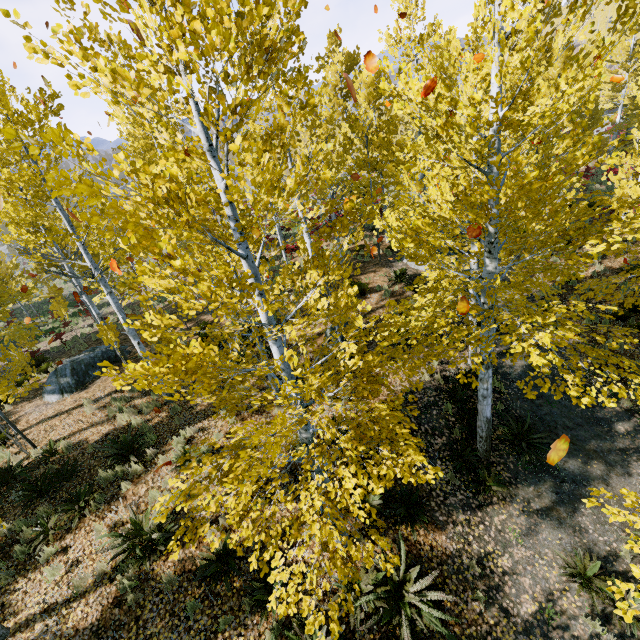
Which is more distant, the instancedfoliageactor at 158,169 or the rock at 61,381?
the rock at 61,381

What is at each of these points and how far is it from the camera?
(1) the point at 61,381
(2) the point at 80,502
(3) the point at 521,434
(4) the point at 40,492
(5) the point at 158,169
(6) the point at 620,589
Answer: (1) rock, 12.8 meters
(2) instancedfoliageactor, 7.4 meters
(3) instancedfoliageactor, 8.1 meters
(4) instancedfoliageactor, 8.0 meters
(5) instancedfoliageactor, 3.2 meters
(6) instancedfoliageactor, 3.5 meters

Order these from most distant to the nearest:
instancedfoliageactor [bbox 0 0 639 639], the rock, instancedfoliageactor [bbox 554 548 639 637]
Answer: the rock
instancedfoliageactor [bbox 554 548 639 637]
instancedfoliageactor [bbox 0 0 639 639]

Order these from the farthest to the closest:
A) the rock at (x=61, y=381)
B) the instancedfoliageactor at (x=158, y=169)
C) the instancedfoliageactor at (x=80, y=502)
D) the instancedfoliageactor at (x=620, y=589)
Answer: the rock at (x=61, y=381) < the instancedfoliageactor at (x=80, y=502) < the instancedfoliageactor at (x=620, y=589) < the instancedfoliageactor at (x=158, y=169)

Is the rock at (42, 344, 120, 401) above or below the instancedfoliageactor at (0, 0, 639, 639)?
below

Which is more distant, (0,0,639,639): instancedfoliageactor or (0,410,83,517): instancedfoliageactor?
(0,410,83,517): instancedfoliageactor

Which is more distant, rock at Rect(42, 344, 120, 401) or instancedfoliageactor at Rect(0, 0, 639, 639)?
rock at Rect(42, 344, 120, 401)
